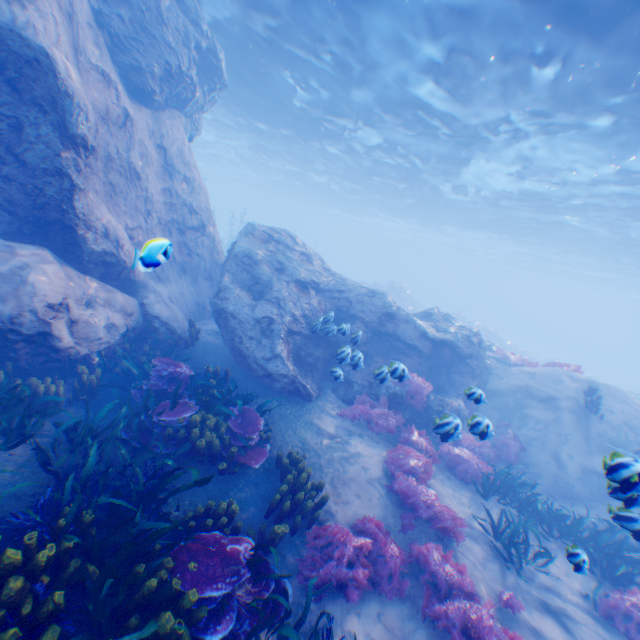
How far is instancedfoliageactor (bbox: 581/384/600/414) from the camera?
11.51m

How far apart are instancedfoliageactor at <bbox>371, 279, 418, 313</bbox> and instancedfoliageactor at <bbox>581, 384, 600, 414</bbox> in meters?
22.3

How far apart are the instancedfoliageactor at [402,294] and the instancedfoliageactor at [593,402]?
22.32m

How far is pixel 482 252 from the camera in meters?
51.3

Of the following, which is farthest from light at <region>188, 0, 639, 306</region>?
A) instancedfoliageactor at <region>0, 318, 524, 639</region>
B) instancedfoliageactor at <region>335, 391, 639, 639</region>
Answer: instancedfoliageactor at <region>335, 391, 639, 639</region>

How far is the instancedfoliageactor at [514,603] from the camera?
5.6m

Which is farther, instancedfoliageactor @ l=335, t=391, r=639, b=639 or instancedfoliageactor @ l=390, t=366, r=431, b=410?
instancedfoliageactor @ l=390, t=366, r=431, b=410

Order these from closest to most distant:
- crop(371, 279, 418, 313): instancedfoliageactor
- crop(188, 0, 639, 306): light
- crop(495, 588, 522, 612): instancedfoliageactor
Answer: crop(495, 588, 522, 612): instancedfoliageactor, crop(188, 0, 639, 306): light, crop(371, 279, 418, 313): instancedfoliageactor
